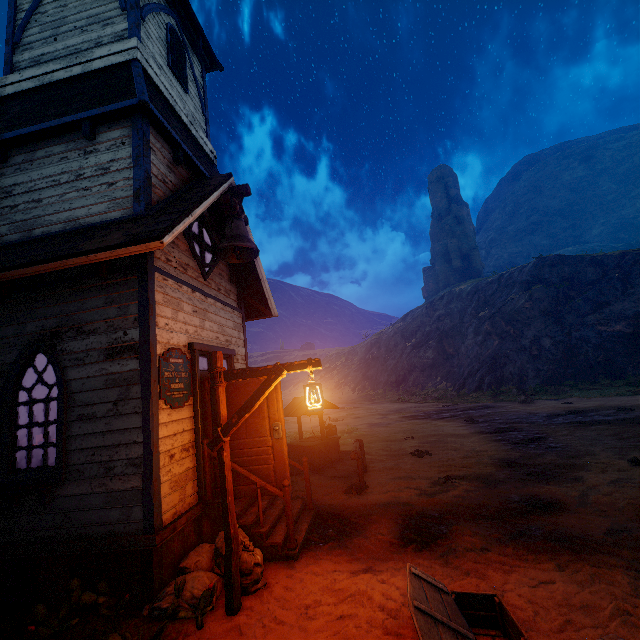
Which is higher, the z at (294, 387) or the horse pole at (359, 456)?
the z at (294, 387)

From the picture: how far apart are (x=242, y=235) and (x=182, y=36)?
6.8m

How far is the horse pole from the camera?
8.0m

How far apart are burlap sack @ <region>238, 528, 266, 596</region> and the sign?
2.03m

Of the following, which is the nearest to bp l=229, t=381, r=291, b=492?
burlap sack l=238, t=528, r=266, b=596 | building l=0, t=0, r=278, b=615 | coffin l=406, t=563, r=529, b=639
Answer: building l=0, t=0, r=278, b=615

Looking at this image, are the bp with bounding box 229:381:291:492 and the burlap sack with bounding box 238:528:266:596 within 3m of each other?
yes

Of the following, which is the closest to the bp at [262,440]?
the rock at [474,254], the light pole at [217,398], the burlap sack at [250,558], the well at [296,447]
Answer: the burlap sack at [250,558]

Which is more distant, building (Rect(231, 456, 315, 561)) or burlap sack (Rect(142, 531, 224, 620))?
building (Rect(231, 456, 315, 561))
